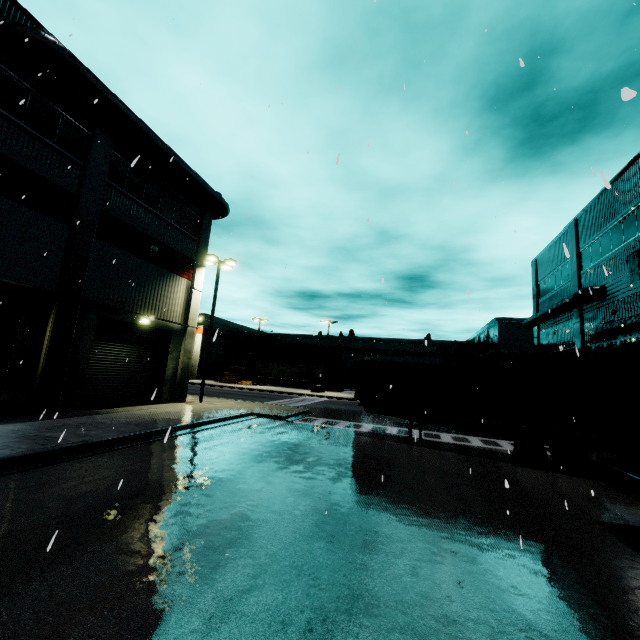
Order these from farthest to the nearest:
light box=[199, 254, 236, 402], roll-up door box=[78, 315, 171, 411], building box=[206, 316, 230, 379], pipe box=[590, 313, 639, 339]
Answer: building box=[206, 316, 230, 379]
light box=[199, 254, 236, 402]
roll-up door box=[78, 315, 171, 411]
pipe box=[590, 313, 639, 339]

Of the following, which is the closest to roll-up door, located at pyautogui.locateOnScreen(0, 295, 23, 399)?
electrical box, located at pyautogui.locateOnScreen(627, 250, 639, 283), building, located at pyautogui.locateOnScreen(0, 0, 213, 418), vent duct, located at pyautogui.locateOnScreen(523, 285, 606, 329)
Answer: building, located at pyautogui.locateOnScreen(0, 0, 213, 418)

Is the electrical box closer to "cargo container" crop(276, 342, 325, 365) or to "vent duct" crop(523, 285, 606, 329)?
"vent duct" crop(523, 285, 606, 329)

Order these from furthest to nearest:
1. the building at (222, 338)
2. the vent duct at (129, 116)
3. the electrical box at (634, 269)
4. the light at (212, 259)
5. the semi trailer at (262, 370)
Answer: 1. the building at (222, 338)
2. the semi trailer at (262, 370)
3. the light at (212, 259)
4. the electrical box at (634, 269)
5. the vent duct at (129, 116)

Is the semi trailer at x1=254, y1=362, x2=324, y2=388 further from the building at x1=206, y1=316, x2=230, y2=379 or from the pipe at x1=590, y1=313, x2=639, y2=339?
the pipe at x1=590, y1=313, x2=639, y2=339

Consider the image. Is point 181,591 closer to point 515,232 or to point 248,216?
point 248,216

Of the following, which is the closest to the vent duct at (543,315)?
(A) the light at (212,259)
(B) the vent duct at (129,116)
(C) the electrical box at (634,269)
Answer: (C) the electrical box at (634,269)

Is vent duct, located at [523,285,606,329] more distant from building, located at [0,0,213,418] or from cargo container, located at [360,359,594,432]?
cargo container, located at [360,359,594,432]
